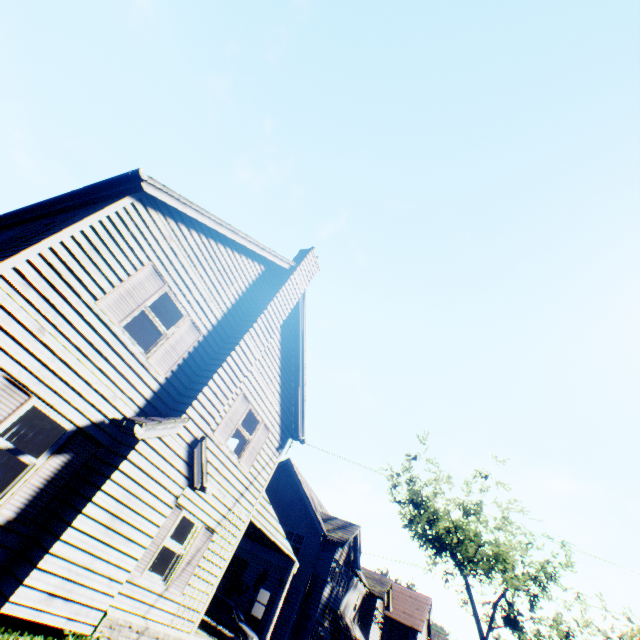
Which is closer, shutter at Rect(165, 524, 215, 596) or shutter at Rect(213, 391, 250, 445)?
shutter at Rect(165, 524, 215, 596)

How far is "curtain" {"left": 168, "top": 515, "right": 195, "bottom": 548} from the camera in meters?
8.9 m

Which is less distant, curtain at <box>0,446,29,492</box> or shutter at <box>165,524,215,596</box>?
curtain at <box>0,446,29,492</box>

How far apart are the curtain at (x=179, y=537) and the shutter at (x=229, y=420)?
1.94m

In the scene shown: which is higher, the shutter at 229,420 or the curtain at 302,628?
the shutter at 229,420

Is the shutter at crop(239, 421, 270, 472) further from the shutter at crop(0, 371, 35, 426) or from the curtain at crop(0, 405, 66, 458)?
the shutter at crop(0, 371, 35, 426)

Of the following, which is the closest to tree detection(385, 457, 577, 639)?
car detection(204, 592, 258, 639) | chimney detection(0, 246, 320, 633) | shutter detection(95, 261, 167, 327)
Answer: chimney detection(0, 246, 320, 633)

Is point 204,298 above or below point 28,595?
above
